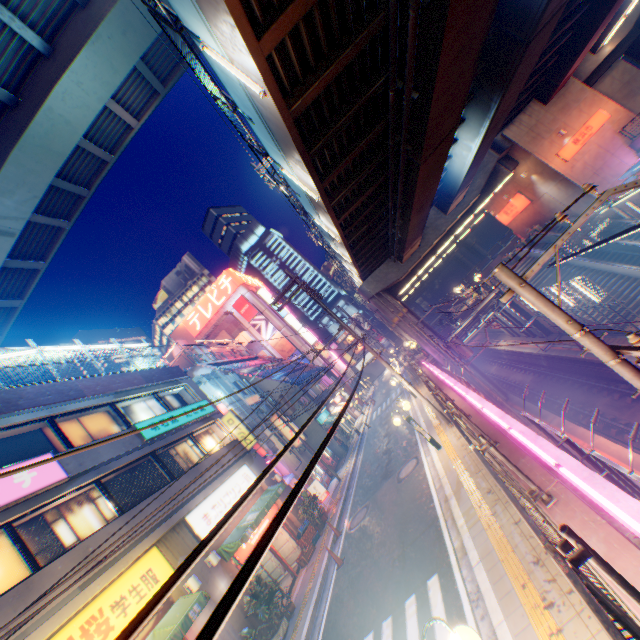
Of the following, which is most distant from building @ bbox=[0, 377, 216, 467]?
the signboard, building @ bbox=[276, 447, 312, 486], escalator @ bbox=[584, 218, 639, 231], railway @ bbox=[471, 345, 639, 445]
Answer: the signboard

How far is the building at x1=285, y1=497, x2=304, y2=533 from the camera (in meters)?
16.84

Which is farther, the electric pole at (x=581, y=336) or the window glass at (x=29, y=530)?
the window glass at (x=29, y=530)

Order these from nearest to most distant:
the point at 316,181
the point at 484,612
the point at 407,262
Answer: the point at 484,612 → the point at 316,181 → the point at 407,262

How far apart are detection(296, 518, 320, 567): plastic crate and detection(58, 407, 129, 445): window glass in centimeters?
869cm

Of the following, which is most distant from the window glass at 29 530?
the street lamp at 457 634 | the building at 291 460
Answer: the building at 291 460

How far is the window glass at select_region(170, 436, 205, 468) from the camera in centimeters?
1559cm

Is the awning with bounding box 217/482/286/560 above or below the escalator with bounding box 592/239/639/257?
above
